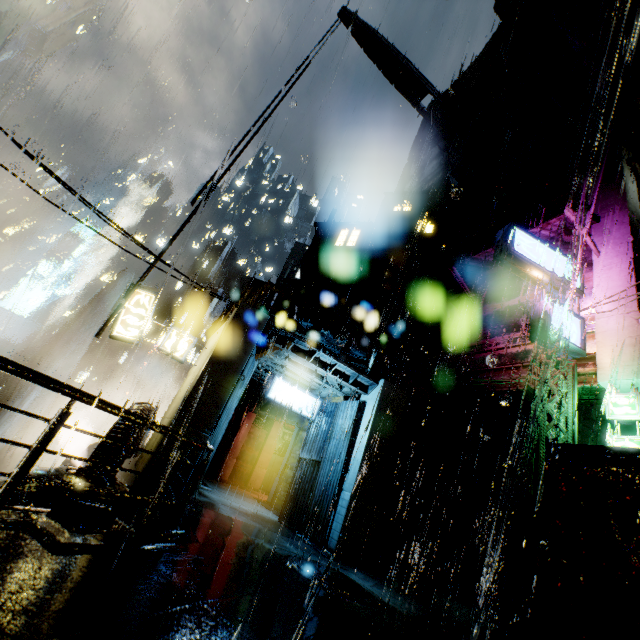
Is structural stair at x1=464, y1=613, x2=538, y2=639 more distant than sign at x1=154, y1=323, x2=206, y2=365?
No

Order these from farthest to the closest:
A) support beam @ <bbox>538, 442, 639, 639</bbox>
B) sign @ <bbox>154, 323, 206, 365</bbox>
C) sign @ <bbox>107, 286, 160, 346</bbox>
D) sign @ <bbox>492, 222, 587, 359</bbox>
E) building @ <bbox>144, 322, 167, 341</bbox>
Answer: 1. building @ <bbox>144, 322, 167, 341</bbox>
2. sign @ <bbox>154, 323, 206, 365</bbox>
3. sign @ <bbox>107, 286, 160, 346</bbox>
4. sign @ <bbox>492, 222, 587, 359</bbox>
5. support beam @ <bbox>538, 442, 639, 639</bbox>

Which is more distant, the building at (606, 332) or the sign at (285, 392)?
the sign at (285, 392)

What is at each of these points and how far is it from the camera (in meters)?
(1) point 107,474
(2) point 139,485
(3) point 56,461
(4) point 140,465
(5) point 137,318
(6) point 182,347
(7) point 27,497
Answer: (1) building, 8.49
(2) building, 8.80
(3) building, 44.88
(4) building, 11.81
(5) sign, 13.29
(6) sign, 14.09
(7) building vent, 7.02

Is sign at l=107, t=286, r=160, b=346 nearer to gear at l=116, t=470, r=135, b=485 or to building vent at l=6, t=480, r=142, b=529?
building vent at l=6, t=480, r=142, b=529

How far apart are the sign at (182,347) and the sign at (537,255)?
13.0 meters

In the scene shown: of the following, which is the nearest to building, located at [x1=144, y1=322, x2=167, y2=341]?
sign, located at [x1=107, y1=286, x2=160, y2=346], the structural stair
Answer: the structural stair

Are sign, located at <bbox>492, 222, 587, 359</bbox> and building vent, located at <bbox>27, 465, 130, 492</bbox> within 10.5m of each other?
no
